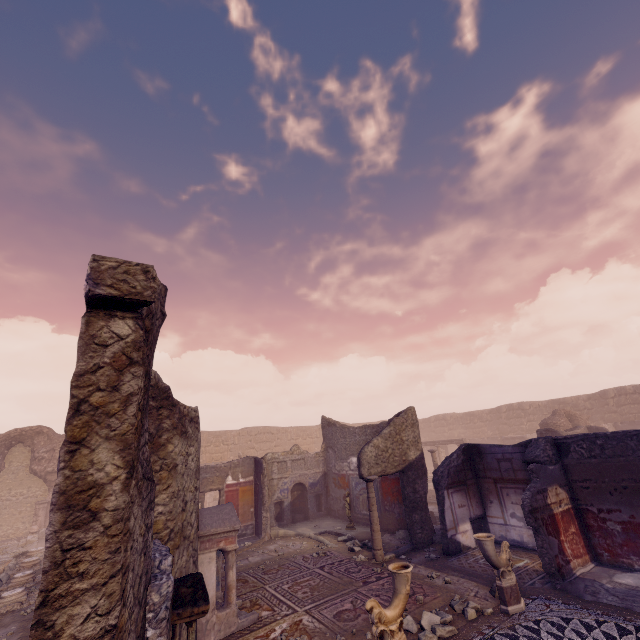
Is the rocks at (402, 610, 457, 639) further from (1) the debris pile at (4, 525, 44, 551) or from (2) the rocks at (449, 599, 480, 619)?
(1) the debris pile at (4, 525, 44, 551)

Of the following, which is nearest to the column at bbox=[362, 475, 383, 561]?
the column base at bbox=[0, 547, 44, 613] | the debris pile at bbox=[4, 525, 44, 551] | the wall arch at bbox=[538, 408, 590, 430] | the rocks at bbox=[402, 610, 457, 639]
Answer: the rocks at bbox=[402, 610, 457, 639]

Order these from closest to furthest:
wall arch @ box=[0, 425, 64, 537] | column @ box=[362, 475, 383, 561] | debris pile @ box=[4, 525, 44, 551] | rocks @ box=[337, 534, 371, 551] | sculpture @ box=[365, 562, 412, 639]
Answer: sculpture @ box=[365, 562, 412, 639] → column @ box=[362, 475, 383, 561] → rocks @ box=[337, 534, 371, 551] → debris pile @ box=[4, 525, 44, 551] → wall arch @ box=[0, 425, 64, 537]

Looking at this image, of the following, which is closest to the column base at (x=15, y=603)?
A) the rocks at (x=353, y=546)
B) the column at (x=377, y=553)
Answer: the rocks at (x=353, y=546)

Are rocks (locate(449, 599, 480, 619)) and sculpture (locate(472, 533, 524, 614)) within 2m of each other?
yes

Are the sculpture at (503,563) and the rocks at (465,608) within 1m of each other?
yes

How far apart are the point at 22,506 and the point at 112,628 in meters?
24.4 m

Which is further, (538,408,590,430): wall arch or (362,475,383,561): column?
(538,408,590,430): wall arch
